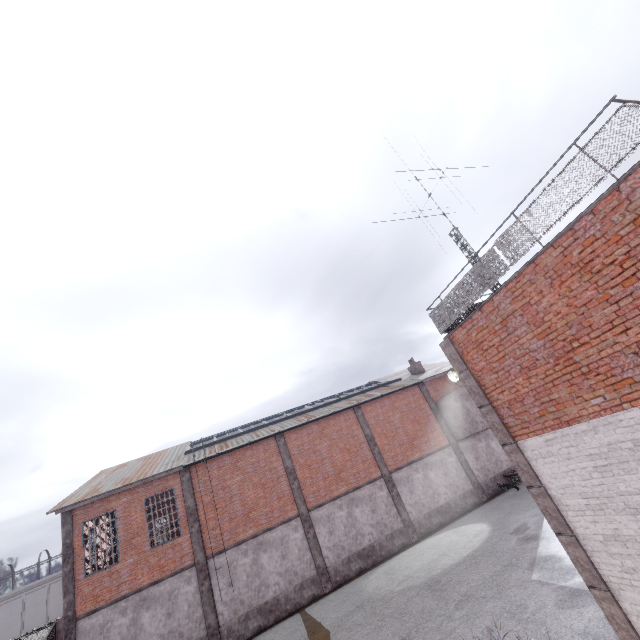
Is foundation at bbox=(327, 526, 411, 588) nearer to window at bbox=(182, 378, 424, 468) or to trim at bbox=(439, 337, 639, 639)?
window at bbox=(182, 378, 424, 468)

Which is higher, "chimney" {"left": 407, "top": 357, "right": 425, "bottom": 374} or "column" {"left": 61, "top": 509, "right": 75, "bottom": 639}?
"chimney" {"left": 407, "top": 357, "right": 425, "bottom": 374}

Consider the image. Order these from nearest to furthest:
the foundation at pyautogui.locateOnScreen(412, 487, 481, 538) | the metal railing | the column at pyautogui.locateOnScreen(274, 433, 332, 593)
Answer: the metal railing
the column at pyautogui.locateOnScreen(274, 433, 332, 593)
the foundation at pyautogui.locateOnScreen(412, 487, 481, 538)

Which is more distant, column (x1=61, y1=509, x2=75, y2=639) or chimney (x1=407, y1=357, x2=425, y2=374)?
chimney (x1=407, y1=357, x2=425, y2=374)

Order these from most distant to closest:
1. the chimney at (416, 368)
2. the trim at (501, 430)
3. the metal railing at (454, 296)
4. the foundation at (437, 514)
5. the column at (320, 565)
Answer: the chimney at (416, 368) < the foundation at (437, 514) < the column at (320, 565) < the trim at (501, 430) < the metal railing at (454, 296)

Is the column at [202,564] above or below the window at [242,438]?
below

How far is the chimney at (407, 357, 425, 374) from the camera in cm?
2880

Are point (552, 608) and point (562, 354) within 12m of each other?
yes
